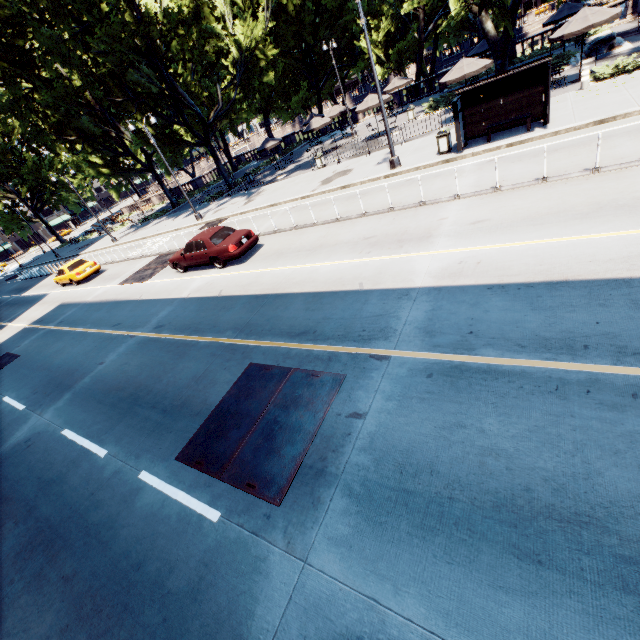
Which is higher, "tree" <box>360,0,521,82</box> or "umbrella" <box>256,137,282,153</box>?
"tree" <box>360,0,521,82</box>

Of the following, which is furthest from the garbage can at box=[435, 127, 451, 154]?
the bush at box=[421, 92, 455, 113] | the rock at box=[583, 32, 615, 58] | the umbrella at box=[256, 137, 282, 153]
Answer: the umbrella at box=[256, 137, 282, 153]

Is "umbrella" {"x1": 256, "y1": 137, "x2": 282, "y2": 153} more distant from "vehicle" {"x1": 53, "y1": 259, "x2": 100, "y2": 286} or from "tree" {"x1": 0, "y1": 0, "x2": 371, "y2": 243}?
"vehicle" {"x1": 53, "y1": 259, "x2": 100, "y2": 286}

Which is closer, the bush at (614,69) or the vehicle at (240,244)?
the vehicle at (240,244)

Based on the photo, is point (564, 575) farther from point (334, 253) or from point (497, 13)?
point (497, 13)

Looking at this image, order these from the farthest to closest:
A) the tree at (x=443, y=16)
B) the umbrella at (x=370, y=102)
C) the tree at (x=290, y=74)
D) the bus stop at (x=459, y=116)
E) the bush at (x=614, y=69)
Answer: the umbrella at (x=370, y=102), the tree at (x=290, y=74), the tree at (x=443, y=16), the bush at (x=614, y=69), the bus stop at (x=459, y=116)

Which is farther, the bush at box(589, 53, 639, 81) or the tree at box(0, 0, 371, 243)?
the tree at box(0, 0, 371, 243)

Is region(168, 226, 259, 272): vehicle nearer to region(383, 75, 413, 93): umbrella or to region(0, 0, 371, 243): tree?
region(0, 0, 371, 243): tree
